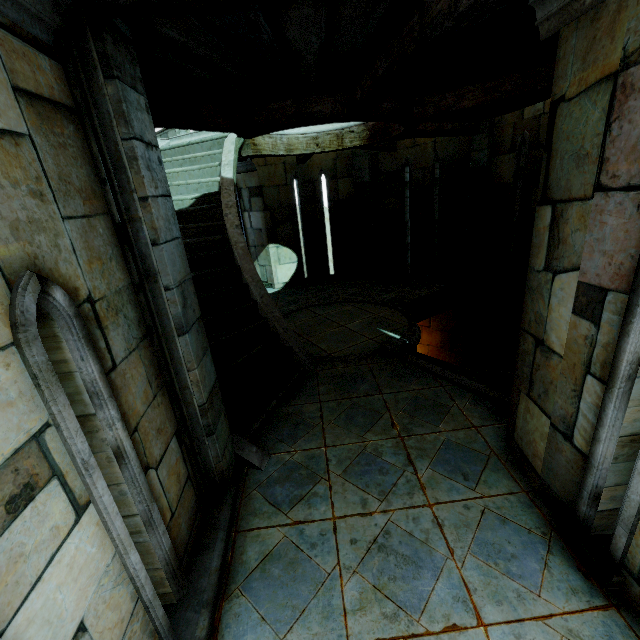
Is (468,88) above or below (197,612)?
above
